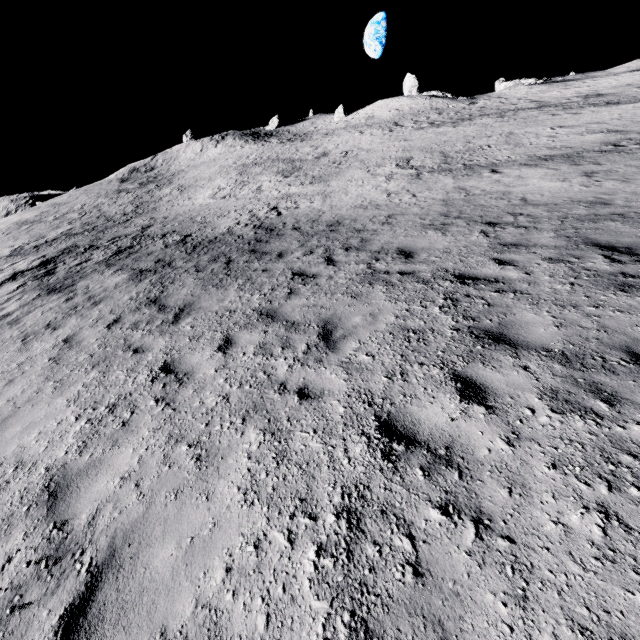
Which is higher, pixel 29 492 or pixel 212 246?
pixel 212 246
